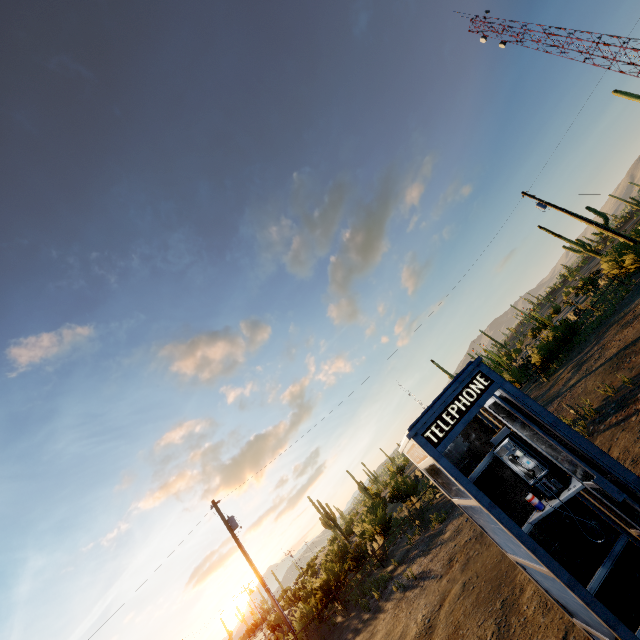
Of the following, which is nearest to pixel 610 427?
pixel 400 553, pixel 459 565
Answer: pixel 459 565
